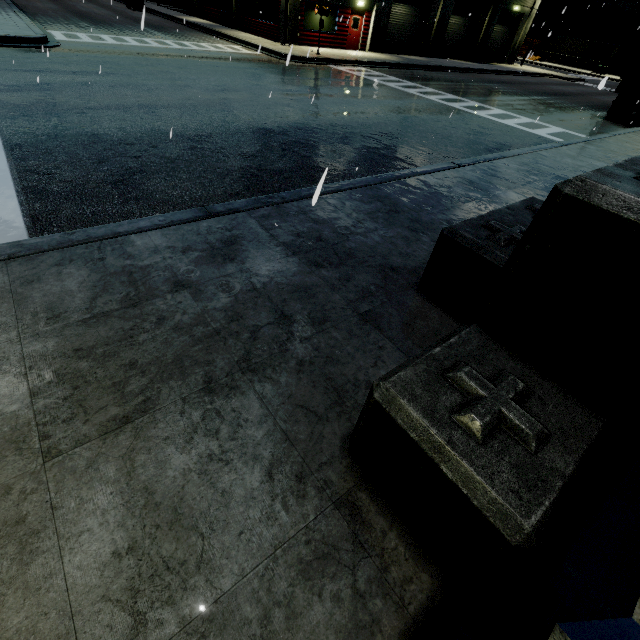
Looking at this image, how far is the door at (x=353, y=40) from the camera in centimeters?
2458cm

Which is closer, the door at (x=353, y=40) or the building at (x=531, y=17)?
the door at (x=353, y=40)

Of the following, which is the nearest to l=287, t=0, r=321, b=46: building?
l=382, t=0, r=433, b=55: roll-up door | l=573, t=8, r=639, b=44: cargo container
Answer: l=382, t=0, r=433, b=55: roll-up door

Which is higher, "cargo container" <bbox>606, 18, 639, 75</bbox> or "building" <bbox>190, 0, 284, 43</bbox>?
"cargo container" <bbox>606, 18, 639, 75</bbox>

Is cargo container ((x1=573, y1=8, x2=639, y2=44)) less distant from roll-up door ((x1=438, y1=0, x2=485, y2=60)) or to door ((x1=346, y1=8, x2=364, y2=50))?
roll-up door ((x1=438, y1=0, x2=485, y2=60))

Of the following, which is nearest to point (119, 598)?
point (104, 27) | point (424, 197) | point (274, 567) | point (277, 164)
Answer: point (274, 567)

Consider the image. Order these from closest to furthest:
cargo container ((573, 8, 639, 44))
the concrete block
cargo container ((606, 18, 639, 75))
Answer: the concrete block → cargo container ((606, 18, 639, 75)) → cargo container ((573, 8, 639, 44))
